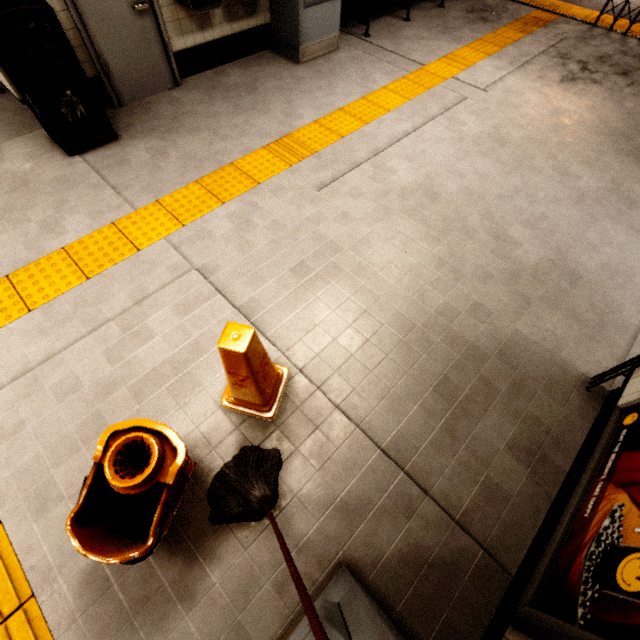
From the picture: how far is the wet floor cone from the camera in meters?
1.6 m

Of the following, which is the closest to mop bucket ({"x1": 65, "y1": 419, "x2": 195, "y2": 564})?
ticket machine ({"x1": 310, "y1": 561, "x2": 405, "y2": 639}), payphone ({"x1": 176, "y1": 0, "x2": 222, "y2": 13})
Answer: ticket machine ({"x1": 310, "y1": 561, "x2": 405, "y2": 639})

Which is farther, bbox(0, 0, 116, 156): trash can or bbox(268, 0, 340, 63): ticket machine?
bbox(268, 0, 340, 63): ticket machine

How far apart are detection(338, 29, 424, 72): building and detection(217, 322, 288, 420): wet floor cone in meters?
5.1

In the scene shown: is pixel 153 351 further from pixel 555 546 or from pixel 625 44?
pixel 625 44

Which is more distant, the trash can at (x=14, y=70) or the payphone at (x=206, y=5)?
the payphone at (x=206, y=5)

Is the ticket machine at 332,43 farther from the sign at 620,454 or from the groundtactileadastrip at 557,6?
the sign at 620,454

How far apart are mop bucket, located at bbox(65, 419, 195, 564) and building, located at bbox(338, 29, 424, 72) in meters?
5.8
